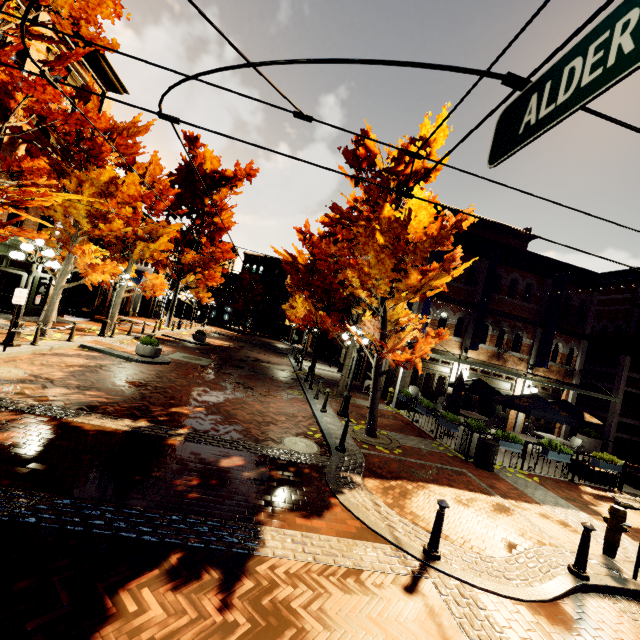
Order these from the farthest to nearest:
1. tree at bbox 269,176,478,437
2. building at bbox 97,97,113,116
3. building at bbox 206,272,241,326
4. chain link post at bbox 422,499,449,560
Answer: building at bbox 206,272,241,326 < building at bbox 97,97,113,116 < tree at bbox 269,176,478,437 < chain link post at bbox 422,499,449,560

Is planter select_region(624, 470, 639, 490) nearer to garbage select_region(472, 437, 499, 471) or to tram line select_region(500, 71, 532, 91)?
garbage select_region(472, 437, 499, 471)

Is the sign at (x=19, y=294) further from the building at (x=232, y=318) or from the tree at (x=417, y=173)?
the building at (x=232, y=318)

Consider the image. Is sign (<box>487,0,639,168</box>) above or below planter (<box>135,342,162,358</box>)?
above

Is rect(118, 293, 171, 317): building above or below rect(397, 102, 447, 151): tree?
below

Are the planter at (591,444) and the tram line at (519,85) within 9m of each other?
no

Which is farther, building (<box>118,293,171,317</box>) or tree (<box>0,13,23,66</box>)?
building (<box>118,293,171,317</box>)

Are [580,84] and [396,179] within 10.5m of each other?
yes
